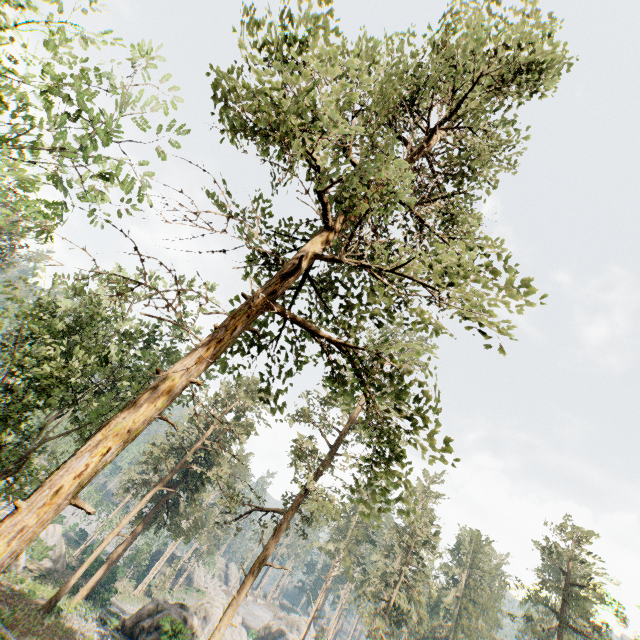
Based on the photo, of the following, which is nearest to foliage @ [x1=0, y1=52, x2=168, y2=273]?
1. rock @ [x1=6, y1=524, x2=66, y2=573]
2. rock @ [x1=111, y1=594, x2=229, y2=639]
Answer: rock @ [x1=6, y1=524, x2=66, y2=573]

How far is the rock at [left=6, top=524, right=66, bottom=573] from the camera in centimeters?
3084cm

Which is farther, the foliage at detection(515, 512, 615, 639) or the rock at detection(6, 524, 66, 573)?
the rock at detection(6, 524, 66, 573)

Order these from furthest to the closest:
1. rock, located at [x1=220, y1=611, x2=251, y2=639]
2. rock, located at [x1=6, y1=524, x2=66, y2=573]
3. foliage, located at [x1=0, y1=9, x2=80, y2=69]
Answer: rock, located at [x1=220, y1=611, x2=251, y2=639]
rock, located at [x1=6, y1=524, x2=66, y2=573]
foliage, located at [x1=0, y1=9, x2=80, y2=69]

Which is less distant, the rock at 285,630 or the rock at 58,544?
the rock at 58,544

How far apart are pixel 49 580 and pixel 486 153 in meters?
54.2

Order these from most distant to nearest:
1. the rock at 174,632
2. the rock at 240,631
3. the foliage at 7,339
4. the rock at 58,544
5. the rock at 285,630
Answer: the rock at 285,630 → the rock at 240,631 → the rock at 58,544 → the rock at 174,632 → the foliage at 7,339
